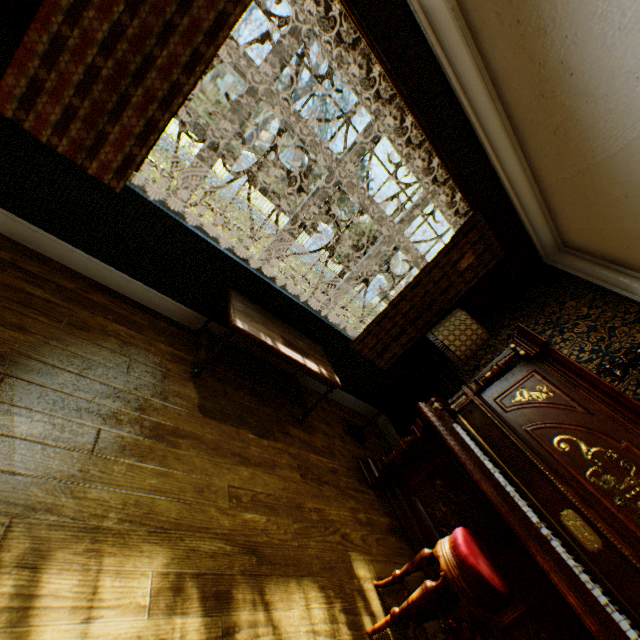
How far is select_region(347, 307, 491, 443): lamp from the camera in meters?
3.2 m

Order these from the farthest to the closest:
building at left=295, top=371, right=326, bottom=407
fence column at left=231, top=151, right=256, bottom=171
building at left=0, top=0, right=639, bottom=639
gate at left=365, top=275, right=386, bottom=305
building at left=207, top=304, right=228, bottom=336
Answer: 1. gate at left=365, top=275, right=386, bottom=305
2. fence column at left=231, top=151, right=256, bottom=171
3. building at left=295, top=371, right=326, bottom=407
4. building at left=207, top=304, right=228, bottom=336
5. building at left=0, top=0, right=639, bottom=639

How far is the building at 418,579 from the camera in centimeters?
232cm

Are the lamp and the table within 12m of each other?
yes

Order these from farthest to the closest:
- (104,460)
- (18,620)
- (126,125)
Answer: (126,125) < (104,460) < (18,620)

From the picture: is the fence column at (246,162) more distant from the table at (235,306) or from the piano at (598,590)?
the piano at (598,590)

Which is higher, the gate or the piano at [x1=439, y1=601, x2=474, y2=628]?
the gate

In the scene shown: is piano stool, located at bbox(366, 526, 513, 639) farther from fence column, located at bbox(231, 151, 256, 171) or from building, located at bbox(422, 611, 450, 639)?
fence column, located at bbox(231, 151, 256, 171)
